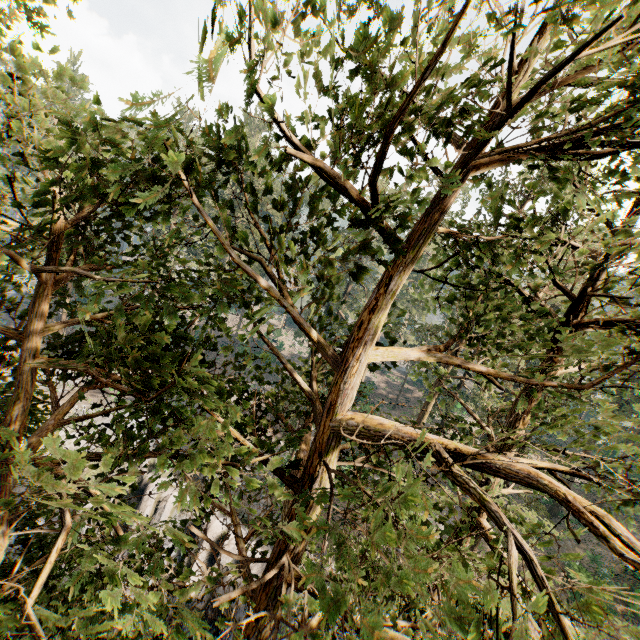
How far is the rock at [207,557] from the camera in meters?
22.0 m

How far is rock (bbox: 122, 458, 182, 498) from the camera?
23.7m

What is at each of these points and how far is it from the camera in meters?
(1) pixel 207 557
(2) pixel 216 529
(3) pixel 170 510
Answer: (1) rock, 22.2
(2) rock, 22.8
(3) rock, 23.2

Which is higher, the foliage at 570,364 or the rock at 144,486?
the foliage at 570,364

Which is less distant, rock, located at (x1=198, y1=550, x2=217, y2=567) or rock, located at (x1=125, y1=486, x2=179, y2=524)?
rock, located at (x1=198, y1=550, x2=217, y2=567)
